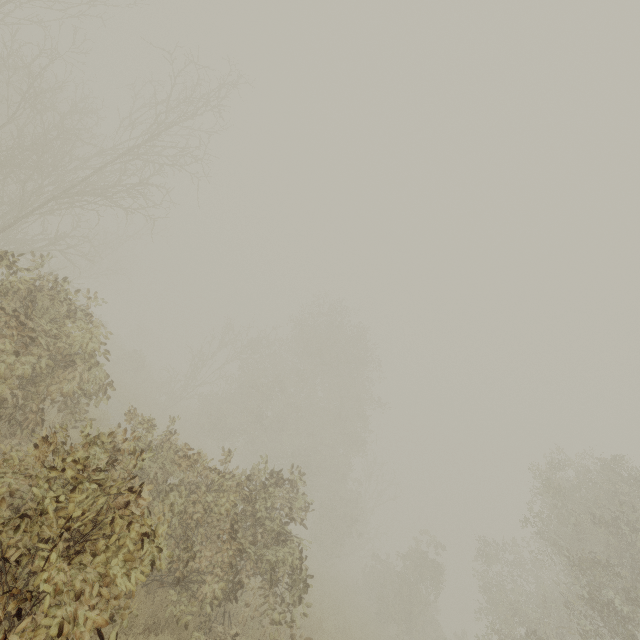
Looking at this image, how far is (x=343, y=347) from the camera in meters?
30.2
